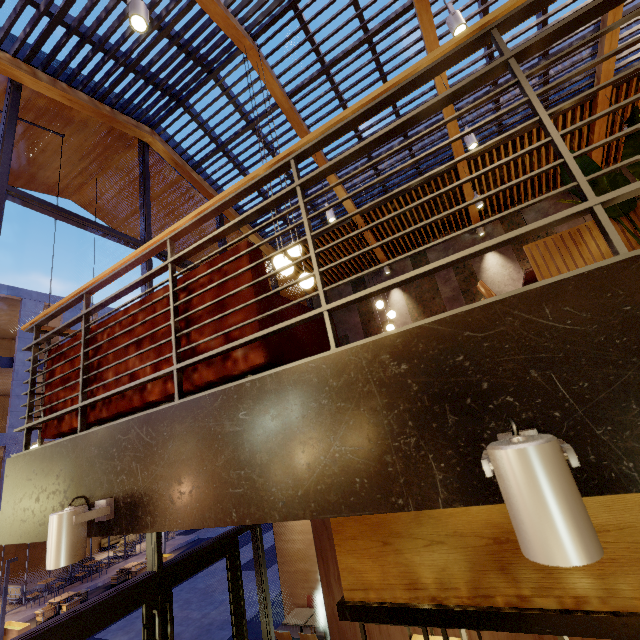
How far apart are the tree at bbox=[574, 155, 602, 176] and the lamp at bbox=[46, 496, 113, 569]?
3.55m

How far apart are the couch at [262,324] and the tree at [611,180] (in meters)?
2.00

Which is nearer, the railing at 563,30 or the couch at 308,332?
the railing at 563,30

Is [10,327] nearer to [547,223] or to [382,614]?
[382,614]

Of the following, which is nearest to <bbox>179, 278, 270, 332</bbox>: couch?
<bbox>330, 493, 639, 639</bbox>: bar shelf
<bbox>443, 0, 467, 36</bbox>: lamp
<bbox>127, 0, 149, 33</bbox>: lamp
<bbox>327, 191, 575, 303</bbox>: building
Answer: <bbox>327, 191, 575, 303</bbox>: building

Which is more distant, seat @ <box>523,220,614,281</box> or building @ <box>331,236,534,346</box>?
building @ <box>331,236,534,346</box>

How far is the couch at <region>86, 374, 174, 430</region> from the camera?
2.0 meters

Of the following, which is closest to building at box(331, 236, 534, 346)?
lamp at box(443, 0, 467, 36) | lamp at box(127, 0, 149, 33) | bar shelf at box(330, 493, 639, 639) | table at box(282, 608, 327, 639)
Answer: bar shelf at box(330, 493, 639, 639)
